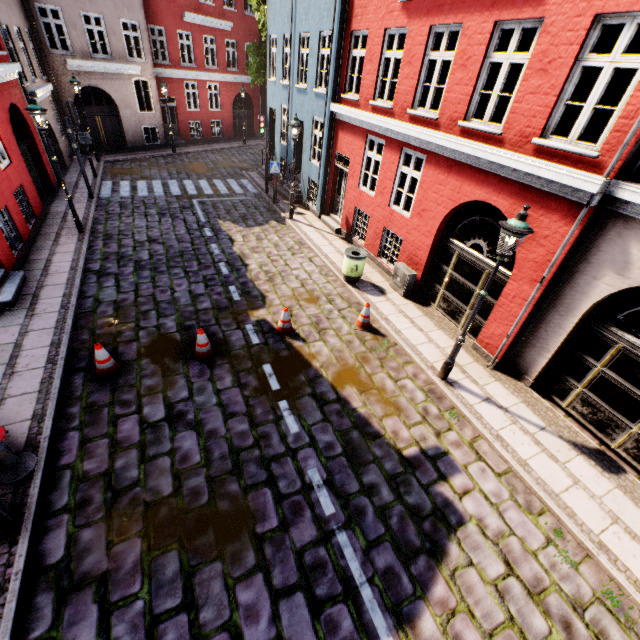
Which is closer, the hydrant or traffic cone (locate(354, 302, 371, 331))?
the hydrant

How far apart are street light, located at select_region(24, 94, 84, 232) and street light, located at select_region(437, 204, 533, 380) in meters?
12.2

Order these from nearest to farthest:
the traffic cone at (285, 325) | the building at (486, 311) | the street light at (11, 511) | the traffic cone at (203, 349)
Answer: the street light at (11, 511) → the building at (486, 311) → the traffic cone at (203, 349) → the traffic cone at (285, 325)

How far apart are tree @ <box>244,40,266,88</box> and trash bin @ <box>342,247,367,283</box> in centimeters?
1591cm

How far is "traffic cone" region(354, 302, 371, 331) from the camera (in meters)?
8.52

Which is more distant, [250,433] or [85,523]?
[250,433]

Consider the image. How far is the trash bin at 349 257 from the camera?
9.9 meters

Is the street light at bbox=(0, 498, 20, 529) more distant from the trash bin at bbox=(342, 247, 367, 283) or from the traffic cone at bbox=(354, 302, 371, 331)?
the trash bin at bbox=(342, 247, 367, 283)
